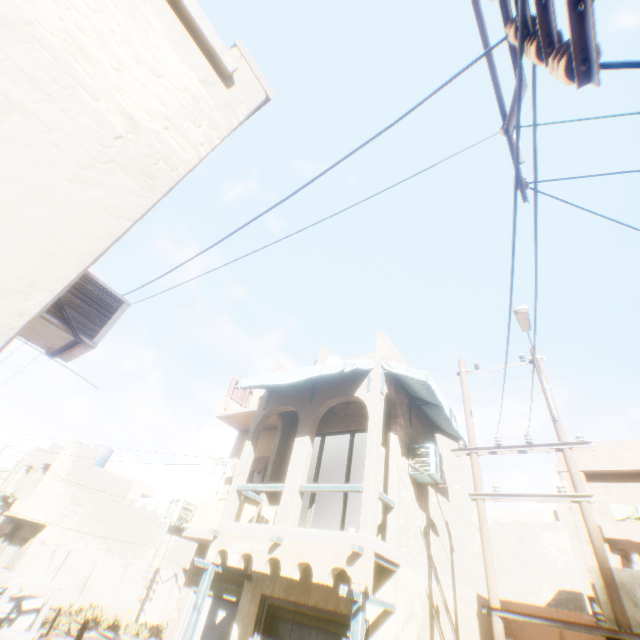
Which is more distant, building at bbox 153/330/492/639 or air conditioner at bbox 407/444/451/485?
air conditioner at bbox 407/444/451/485

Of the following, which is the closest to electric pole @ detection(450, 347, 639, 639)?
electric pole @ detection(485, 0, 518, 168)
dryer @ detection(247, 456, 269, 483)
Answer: electric pole @ detection(485, 0, 518, 168)

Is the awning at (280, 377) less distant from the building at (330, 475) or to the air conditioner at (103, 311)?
the building at (330, 475)

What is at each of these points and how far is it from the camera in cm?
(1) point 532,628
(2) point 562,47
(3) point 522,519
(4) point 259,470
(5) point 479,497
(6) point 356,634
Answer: (1) building, 1091
(2) electric pole, 124
(3) building, 1991
(4) dryer, 1228
(5) electric pole, 697
(6) wooden beam, 570

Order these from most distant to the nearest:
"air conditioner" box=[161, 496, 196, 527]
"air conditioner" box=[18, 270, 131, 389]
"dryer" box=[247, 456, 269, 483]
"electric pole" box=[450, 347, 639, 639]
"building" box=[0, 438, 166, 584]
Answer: "building" box=[0, 438, 166, 584], "dryer" box=[247, 456, 269, 483], "air conditioner" box=[161, 496, 196, 527], "electric pole" box=[450, 347, 639, 639], "air conditioner" box=[18, 270, 131, 389]

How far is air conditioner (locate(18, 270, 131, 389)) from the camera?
3.7m

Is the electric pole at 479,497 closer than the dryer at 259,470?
Yes

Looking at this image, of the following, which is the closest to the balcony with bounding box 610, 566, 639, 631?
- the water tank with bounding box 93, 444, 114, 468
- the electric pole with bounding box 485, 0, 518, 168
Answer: the electric pole with bounding box 485, 0, 518, 168
